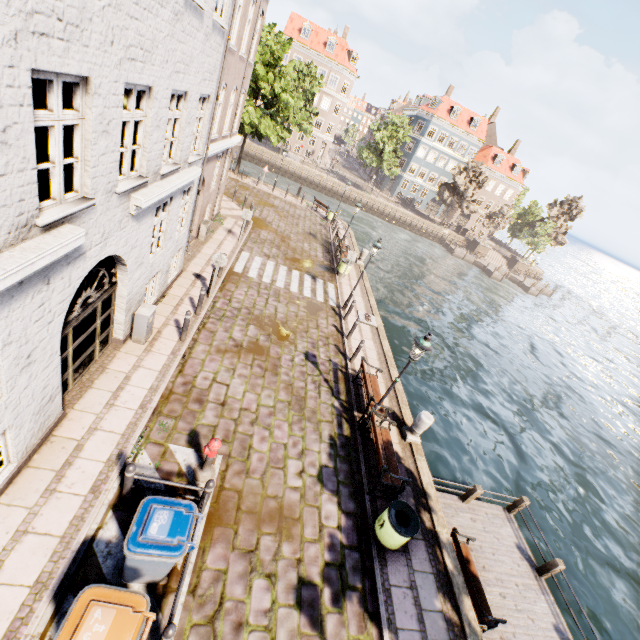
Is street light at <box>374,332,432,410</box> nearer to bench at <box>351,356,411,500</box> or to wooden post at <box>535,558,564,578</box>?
bench at <box>351,356,411,500</box>

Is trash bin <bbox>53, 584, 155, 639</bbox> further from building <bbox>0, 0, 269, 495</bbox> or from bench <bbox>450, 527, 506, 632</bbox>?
bench <bbox>450, 527, 506, 632</bbox>

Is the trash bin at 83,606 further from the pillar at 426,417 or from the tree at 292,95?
the tree at 292,95

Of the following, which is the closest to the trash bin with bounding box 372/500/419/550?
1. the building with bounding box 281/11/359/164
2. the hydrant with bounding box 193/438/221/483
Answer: the hydrant with bounding box 193/438/221/483

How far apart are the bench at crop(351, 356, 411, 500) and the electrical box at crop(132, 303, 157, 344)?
6.6m

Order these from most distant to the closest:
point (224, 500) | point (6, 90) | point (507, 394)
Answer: point (507, 394) → point (224, 500) → point (6, 90)

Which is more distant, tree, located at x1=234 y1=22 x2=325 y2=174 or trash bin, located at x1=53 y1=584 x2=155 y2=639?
tree, located at x1=234 y1=22 x2=325 y2=174

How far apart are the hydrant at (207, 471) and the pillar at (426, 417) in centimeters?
581cm
